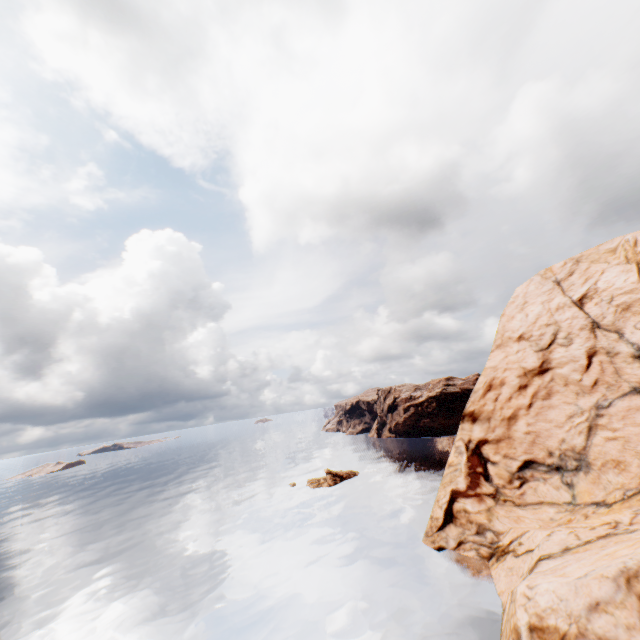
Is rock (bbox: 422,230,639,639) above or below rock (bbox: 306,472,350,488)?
above

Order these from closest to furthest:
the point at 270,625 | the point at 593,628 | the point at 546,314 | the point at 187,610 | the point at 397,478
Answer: the point at 593,628, the point at 270,625, the point at 187,610, the point at 546,314, the point at 397,478

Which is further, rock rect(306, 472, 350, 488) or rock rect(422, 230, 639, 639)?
rock rect(306, 472, 350, 488)

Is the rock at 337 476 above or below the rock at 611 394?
below

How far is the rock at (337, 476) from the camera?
57.22m

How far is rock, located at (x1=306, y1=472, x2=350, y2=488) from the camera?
57.2 meters
